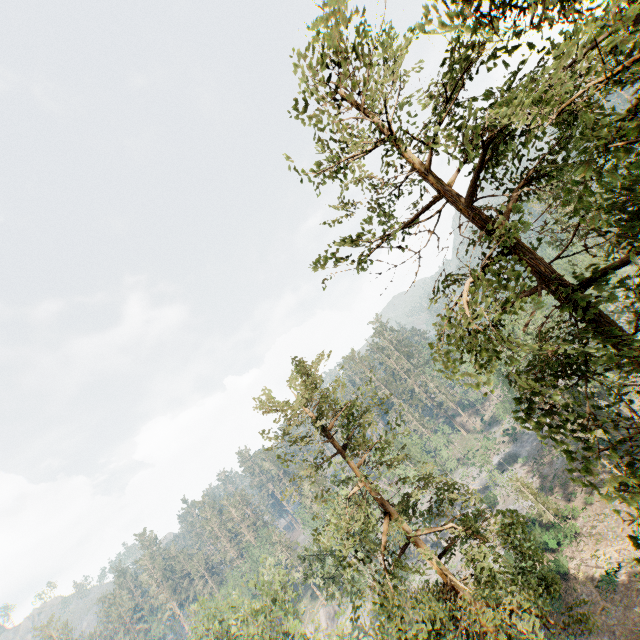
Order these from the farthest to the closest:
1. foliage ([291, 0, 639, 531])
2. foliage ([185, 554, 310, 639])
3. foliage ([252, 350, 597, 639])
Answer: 1. foliage ([185, 554, 310, 639])
2. foliage ([252, 350, 597, 639])
3. foliage ([291, 0, 639, 531])

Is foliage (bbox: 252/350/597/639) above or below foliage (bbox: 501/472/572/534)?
above

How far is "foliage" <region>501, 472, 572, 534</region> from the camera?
34.68m

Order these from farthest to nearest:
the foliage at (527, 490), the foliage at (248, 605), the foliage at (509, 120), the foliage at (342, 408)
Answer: the foliage at (527, 490) < the foliage at (248, 605) < the foliage at (342, 408) < the foliage at (509, 120)

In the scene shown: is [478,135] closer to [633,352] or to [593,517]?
[633,352]

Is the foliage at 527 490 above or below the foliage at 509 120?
below
